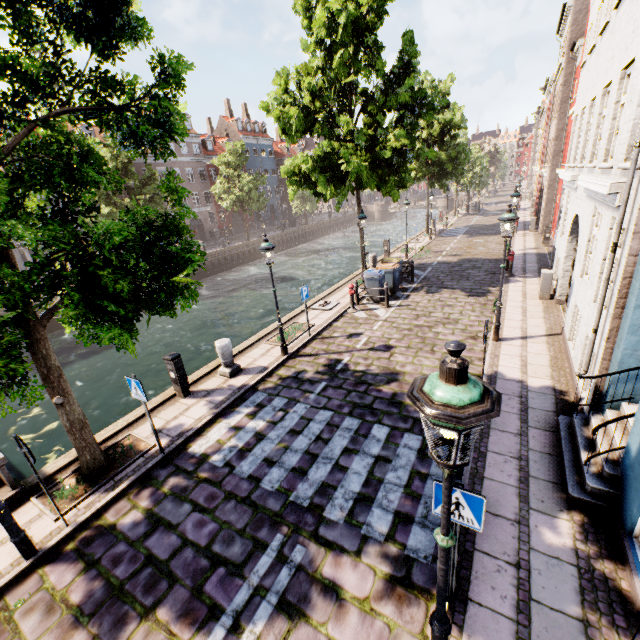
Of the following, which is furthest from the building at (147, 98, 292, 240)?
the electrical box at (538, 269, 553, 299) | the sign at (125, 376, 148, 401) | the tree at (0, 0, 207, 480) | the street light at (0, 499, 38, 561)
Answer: the electrical box at (538, 269, 553, 299)

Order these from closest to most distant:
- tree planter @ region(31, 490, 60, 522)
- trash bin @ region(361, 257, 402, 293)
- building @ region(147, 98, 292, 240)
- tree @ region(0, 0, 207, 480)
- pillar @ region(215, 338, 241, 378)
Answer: tree @ region(0, 0, 207, 480), tree planter @ region(31, 490, 60, 522), pillar @ region(215, 338, 241, 378), trash bin @ region(361, 257, 402, 293), building @ region(147, 98, 292, 240)

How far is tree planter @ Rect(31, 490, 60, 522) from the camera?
5.7m

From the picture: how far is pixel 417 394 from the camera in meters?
2.0 m

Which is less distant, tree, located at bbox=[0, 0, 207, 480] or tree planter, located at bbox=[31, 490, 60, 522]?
tree, located at bbox=[0, 0, 207, 480]

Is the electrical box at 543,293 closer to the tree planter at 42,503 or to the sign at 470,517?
the sign at 470,517

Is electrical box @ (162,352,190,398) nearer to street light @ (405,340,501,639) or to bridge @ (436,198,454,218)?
street light @ (405,340,501,639)

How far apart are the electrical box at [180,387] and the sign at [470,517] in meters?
7.1 m
